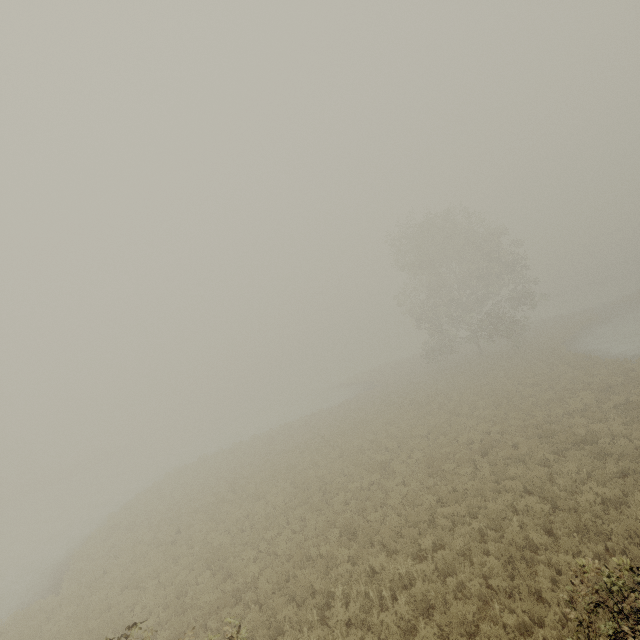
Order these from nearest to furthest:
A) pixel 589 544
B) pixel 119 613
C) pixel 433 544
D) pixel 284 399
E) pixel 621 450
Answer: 1. pixel 589 544
2. pixel 433 544
3. pixel 621 450
4. pixel 119 613
5. pixel 284 399
